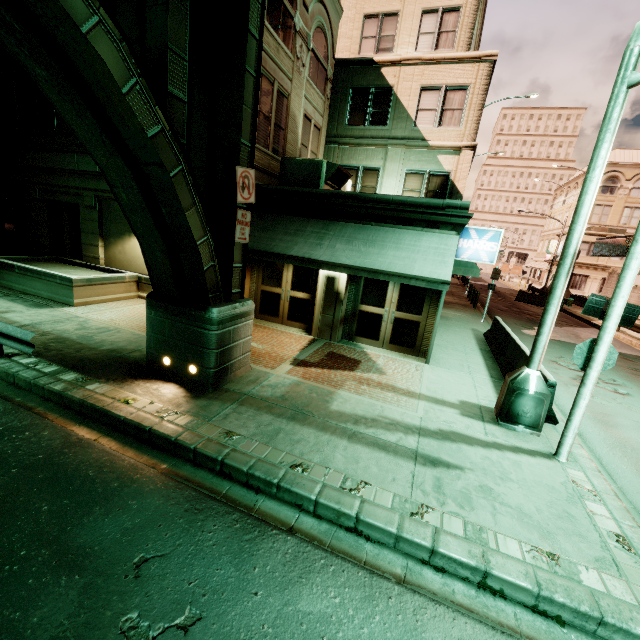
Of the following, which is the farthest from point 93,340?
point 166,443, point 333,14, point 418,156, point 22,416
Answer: point 333,14

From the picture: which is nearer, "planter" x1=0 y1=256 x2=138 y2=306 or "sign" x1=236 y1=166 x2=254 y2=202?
"sign" x1=236 y1=166 x2=254 y2=202

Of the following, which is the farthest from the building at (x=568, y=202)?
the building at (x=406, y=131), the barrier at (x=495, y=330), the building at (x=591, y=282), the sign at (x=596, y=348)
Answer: the sign at (x=596, y=348)

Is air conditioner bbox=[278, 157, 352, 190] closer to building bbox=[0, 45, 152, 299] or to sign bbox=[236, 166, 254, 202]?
building bbox=[0, 45, 152, 299]

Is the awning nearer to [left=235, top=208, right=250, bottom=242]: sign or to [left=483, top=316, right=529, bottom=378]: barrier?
[left=235, top=208, right=250, bottom=242]: sign

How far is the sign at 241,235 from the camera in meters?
6.6 m

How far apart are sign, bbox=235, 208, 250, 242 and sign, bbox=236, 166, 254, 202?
0.14m

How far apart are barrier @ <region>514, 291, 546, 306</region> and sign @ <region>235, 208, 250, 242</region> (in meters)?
31.61
